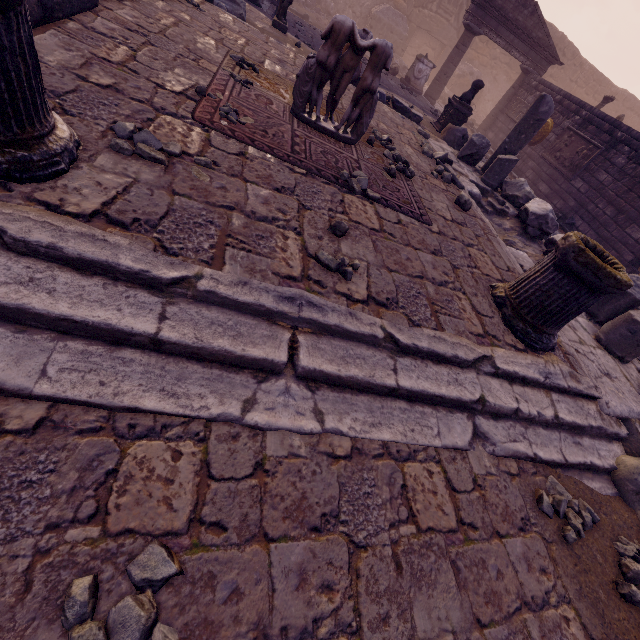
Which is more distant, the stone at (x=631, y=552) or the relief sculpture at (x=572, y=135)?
the relief sculpture at (x=572, y=135)

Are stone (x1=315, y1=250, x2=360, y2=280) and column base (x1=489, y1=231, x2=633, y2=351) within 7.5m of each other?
yes

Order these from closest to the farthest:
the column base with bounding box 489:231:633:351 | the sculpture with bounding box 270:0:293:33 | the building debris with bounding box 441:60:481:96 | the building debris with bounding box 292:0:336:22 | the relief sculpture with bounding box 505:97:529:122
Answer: the column base with bounding box 489:231:633:351 → the sculpture with bounding box 270:0:293:33 → the relief sculpture with bounding box 505:97:529:122 → the building debris with bounding box 292:0:336:22 → the building debris with bounding box 441:60:481:96

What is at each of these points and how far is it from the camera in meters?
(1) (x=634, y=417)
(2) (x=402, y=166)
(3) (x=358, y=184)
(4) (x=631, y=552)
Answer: (1) building debris, 3.4
(2) stone, 4.6
(3) stone, 3.6
(4) stone, 2.4

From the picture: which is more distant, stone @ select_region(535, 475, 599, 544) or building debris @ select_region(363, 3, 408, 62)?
building debris @ select_region(363, 3, 408, 62)

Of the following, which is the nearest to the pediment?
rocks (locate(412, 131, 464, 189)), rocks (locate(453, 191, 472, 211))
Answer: rocks (locate(412, 131, 464, 189))

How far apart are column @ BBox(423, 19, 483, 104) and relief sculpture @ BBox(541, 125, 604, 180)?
4.8 meters

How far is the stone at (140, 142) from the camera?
2.2m
